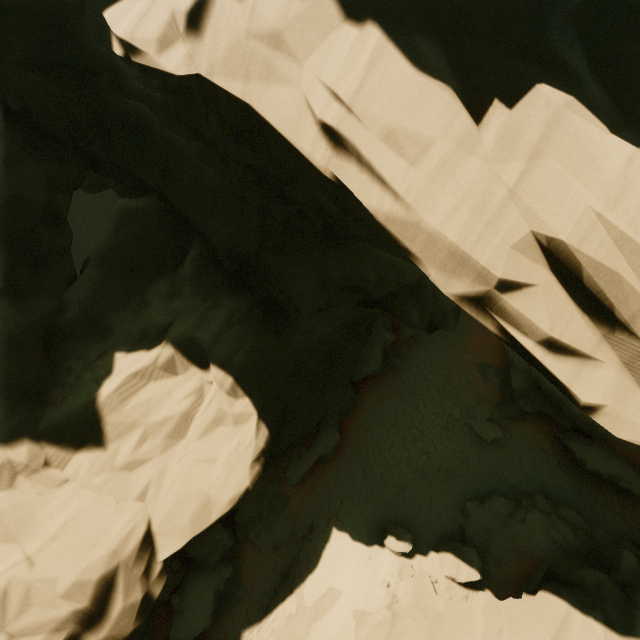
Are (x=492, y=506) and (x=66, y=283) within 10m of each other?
no

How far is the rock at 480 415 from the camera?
18.2 meters

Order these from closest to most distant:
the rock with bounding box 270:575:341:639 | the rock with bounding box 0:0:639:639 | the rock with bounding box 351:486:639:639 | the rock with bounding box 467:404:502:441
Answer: the rock with bounding box 0:0:639:639 → the rock with bounding box 351:486:639:639 → the rock with bounding box 270:575:341:639 → the rock with bounding box 467:404:502:441

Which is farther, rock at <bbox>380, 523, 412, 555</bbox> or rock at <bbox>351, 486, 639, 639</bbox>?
rock at <bbox>380, 523, 412, 555</bbox>

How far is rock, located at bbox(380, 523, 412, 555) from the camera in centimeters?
1374cm
